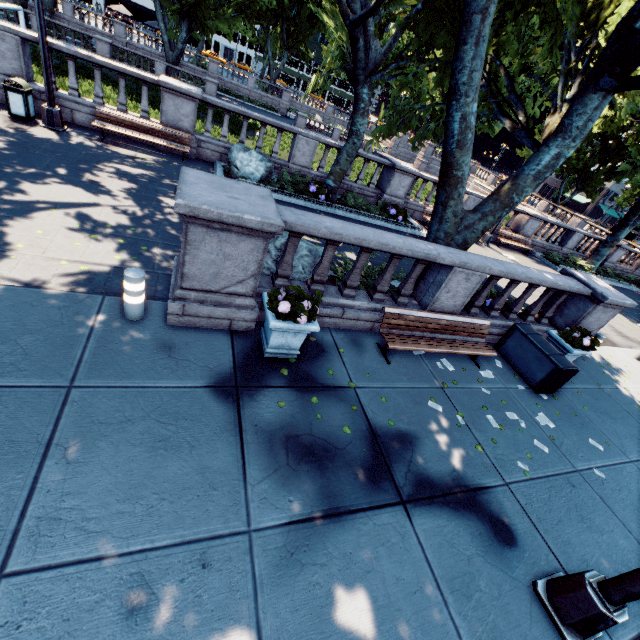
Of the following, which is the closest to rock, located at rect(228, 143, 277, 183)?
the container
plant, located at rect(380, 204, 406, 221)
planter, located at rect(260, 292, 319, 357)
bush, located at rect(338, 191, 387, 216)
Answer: bush, located at rect(338, 191, 387, 216)

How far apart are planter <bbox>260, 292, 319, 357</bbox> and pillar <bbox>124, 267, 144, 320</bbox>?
1.7 meters

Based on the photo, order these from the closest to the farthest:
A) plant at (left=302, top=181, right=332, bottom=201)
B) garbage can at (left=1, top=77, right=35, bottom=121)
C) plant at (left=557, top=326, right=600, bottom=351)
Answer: plant at (left=557, top=326, right=600, bottom=351), garbage can at (left=1, top=77, right=35, bottom=121), plant at (left=302, top=181, right=332, bottom=201)

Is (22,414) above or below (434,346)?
below

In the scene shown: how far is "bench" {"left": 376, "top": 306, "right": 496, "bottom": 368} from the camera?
6.3m

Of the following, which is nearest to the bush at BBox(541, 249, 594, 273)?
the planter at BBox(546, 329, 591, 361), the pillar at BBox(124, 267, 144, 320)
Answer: the planter at BBox(546, 329, 591, 361)

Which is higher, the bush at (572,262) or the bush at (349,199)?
the bush at (572,262)

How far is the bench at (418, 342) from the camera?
6.3m
